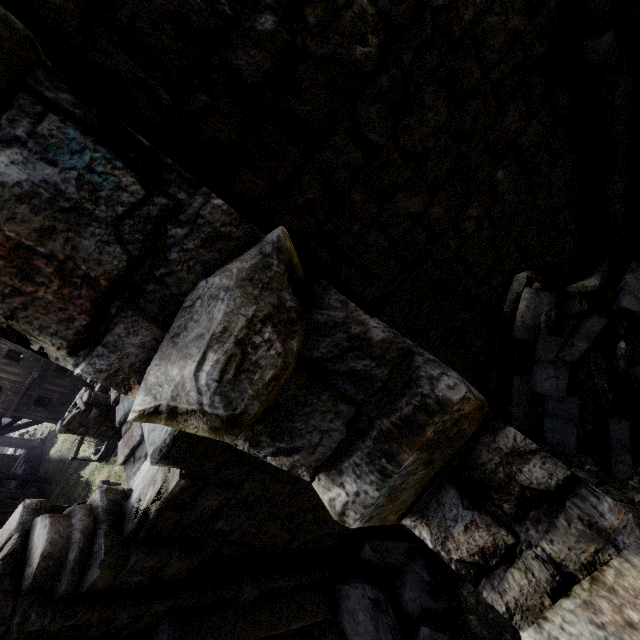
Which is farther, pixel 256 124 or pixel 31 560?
pixel 31 560

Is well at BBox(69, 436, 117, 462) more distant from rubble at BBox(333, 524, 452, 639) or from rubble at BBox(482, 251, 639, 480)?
rubble at BBox(333, 524, 452, 639)

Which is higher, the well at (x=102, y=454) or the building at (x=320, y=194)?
the building at (x=320, y=194)

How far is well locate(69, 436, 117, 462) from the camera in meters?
18.8 m

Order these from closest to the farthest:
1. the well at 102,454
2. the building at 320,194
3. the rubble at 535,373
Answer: the building at 320,194 < the rubble at 535,373 < the well at 102,454

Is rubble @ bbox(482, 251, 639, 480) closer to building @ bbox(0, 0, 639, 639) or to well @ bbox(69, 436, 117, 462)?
building @ bbox(0, 0, 639, 639)

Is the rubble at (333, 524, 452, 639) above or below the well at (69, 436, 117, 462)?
above

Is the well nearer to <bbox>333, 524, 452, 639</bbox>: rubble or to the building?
the building
